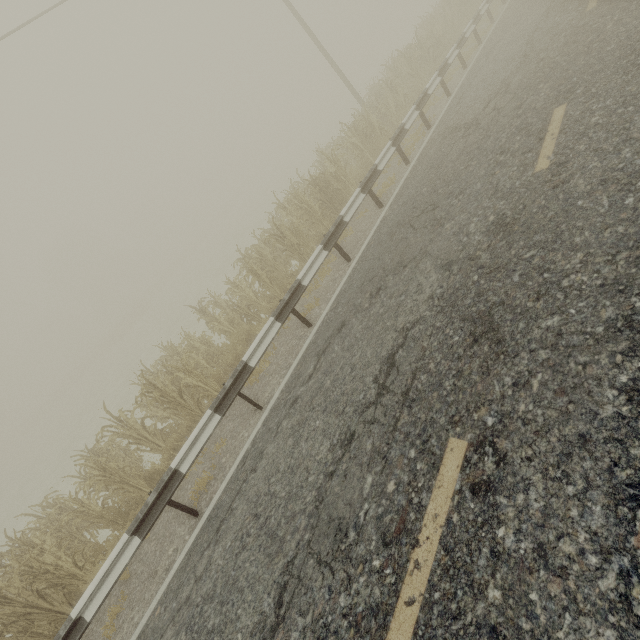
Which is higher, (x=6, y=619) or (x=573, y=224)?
(x=6, y=619)

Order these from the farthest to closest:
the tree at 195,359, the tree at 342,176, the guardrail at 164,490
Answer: the tree at 342,176
the tree at 195,359
the guardrail at 164,490

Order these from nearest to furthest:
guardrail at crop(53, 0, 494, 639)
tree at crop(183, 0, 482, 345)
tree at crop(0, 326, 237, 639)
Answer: guardrail at crop(53, 0, 494, 639) → tree at crop(0, 326, 237, 639) → tree at crop(183, 0, 482, 345)

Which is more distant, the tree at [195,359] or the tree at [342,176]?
the tree at [342,176]

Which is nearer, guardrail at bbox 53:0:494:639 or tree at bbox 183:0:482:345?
guardrail at bbox 53:0:494:639

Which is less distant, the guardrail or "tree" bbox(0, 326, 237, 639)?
the guardrail

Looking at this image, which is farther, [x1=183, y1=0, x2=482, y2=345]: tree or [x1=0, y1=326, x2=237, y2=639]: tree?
[x1=183, y1=0, x2=482, y2=345]: tree
